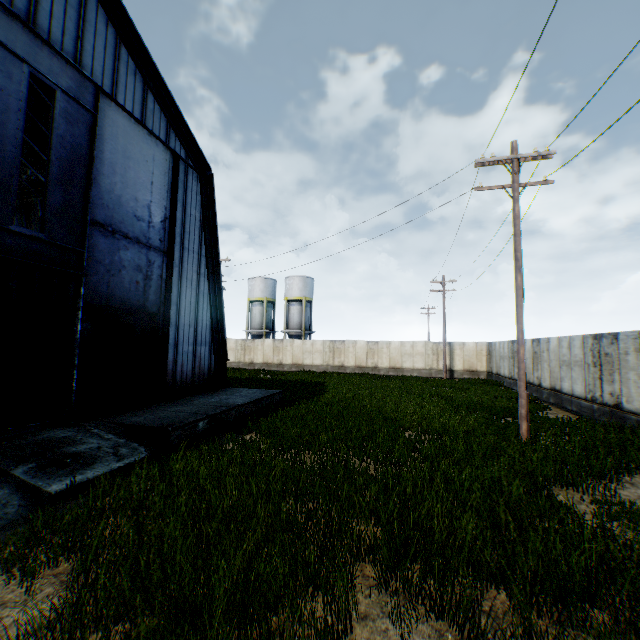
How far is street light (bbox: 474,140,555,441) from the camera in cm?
993

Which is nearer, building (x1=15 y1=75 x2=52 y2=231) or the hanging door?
the hanging door

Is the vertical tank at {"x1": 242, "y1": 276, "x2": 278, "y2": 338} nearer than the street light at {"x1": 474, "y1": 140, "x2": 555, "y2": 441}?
No

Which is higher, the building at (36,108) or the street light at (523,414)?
the building at (36,108)

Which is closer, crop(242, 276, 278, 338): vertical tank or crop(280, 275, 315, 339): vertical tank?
crop(280, 275, 315, 339): vertical tank

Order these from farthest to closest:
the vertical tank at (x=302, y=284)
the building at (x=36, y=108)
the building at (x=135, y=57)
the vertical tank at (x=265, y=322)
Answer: the vertical tank at (x=265, y=322)
the vertical tank at (x=302, y=284)
the building at (x=36, y=108)
the building at (x=135, y=57)

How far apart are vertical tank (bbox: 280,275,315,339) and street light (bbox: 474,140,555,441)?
33.3 meters

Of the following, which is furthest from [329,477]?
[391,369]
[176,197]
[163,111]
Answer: [391,369]
